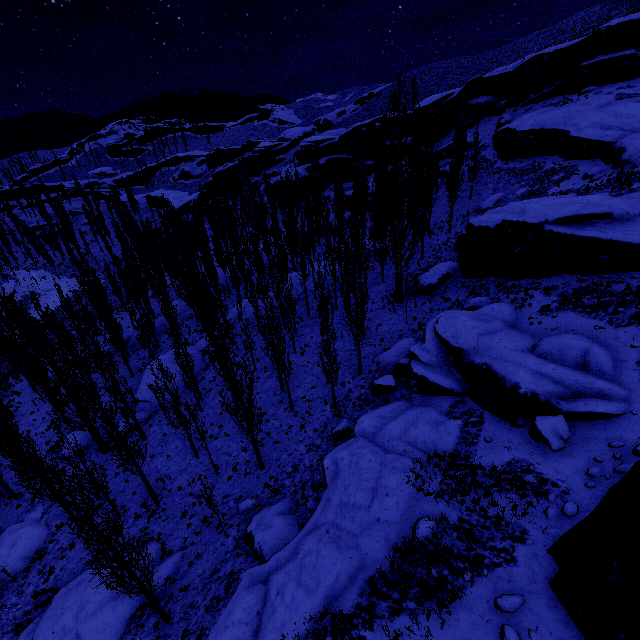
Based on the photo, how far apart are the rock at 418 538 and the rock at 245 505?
9.15m

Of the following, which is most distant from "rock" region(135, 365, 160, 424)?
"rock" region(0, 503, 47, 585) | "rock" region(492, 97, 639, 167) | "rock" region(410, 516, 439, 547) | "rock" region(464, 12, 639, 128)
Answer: "rock" region(410, 516, 439, 547)

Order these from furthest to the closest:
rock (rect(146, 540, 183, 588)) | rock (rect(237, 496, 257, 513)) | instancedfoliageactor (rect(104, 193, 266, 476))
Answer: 1. rock (rect(237, 496, 257, 513))
2. instancedfoliageactor (rect(104, 193, 266, 476))
3. rock (rect(146, 540, 183, 588))

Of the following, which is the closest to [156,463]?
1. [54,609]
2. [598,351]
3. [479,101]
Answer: [54,609]

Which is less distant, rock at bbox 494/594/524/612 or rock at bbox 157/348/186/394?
rock at bbox 494/594/524/612

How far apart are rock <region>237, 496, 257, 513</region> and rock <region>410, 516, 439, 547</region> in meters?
9.2

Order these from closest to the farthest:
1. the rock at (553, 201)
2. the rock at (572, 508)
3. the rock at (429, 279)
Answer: the rock at (572, 508)
the rock at (553, 201)
the rock at (429, 279)
